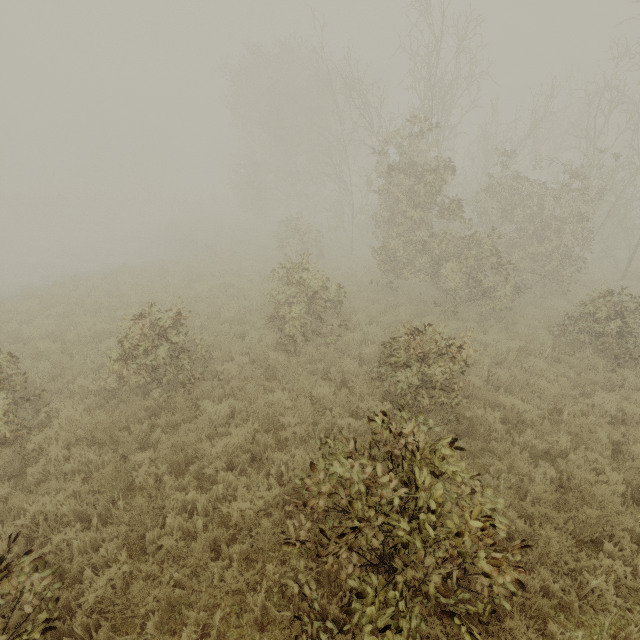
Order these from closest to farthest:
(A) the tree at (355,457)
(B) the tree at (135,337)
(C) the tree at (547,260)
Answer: (A) the tree at (355,457) < (B) the tree at (135,337) < (C) the tree at (547,260)

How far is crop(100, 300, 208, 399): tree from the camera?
6.8m

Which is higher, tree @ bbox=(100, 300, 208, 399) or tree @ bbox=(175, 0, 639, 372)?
tree @ bbox=(175, 0, 639, 372)

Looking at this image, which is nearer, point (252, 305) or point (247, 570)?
point (247, 570)

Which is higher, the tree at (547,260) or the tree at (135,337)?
the tree at (547,260)

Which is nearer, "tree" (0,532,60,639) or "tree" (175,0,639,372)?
"tree" (0,532,60,639)
